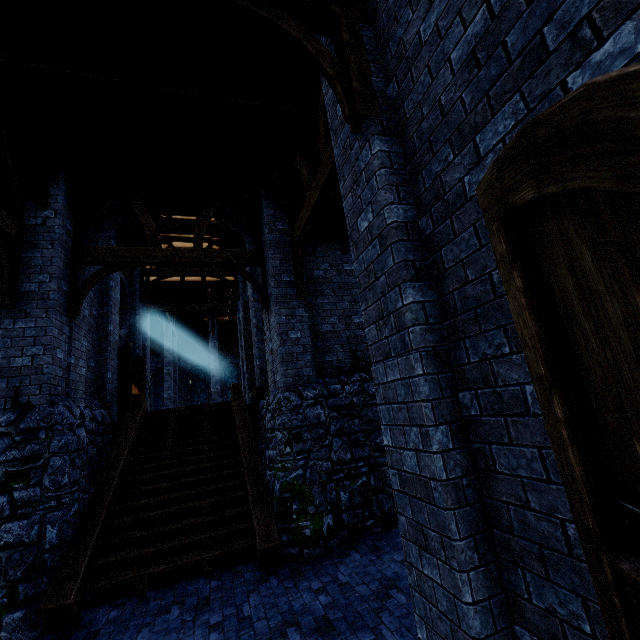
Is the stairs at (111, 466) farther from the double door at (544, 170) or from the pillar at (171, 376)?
the pillar at (171, 376)

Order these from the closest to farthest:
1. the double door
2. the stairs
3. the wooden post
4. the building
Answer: the double door → the building → the stairs → the wooden post

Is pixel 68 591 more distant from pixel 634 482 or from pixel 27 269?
pixel 634 482

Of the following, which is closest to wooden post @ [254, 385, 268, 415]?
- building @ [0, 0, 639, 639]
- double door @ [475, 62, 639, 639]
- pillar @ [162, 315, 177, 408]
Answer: building @ [0, 0, 639, 639]

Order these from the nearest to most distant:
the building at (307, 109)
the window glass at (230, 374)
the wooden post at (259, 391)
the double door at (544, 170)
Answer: the double door at (544, 170)
the building at (307, 109)
the wooden post at (259, 391)
the window glass at (230, 374)

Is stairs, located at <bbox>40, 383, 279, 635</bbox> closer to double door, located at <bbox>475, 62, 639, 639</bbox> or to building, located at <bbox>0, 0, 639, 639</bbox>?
building, located at <bbox>0, 0, 639, 639</bbox>

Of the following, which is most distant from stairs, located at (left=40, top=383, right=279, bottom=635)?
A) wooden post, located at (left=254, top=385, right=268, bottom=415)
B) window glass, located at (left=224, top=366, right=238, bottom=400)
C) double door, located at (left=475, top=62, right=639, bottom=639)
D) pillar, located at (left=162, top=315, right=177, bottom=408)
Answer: window glass, located at (left=224, top=366, right=238, bottom=400)

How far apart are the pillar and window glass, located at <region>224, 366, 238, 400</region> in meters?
8.2
